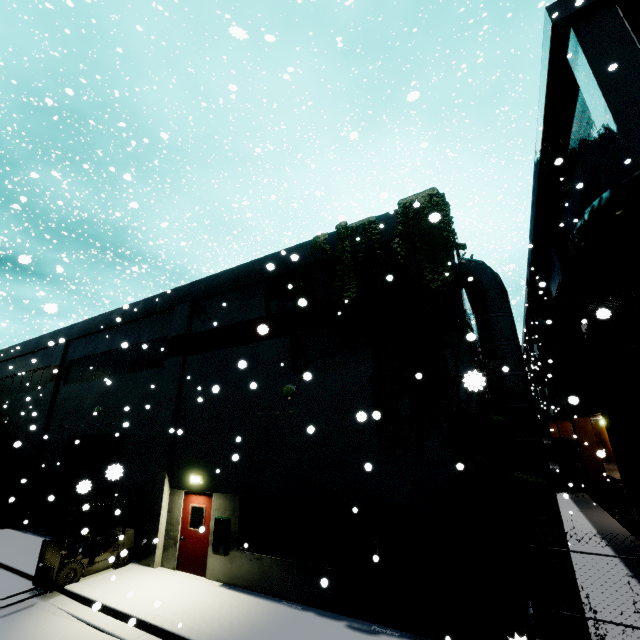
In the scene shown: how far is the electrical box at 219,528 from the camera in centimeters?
988cm

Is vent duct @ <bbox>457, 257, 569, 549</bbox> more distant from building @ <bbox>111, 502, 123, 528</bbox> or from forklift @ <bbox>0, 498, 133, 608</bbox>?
forklift @ <bbox>0, 498, 133, 608</bbox>

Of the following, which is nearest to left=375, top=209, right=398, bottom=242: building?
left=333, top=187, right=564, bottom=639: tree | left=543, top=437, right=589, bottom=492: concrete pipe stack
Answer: left=333, top=187, right=564, bottom=639: tree

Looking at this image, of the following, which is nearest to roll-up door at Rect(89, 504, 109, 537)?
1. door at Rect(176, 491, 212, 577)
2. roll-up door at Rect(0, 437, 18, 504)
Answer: Answer: door at Rect(176, 491, 212, 577)

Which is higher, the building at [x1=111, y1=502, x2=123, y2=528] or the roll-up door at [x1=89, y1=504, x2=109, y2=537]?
the building at [x1=111, y1=502, x2=123, y2=528]

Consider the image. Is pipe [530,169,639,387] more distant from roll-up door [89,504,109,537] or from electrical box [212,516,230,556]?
electrical box [212,516,230,556]

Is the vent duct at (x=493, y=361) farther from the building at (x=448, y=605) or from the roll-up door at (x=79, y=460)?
the roll-up door at (x=79, y=460)

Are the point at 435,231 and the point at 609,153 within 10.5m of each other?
yes
